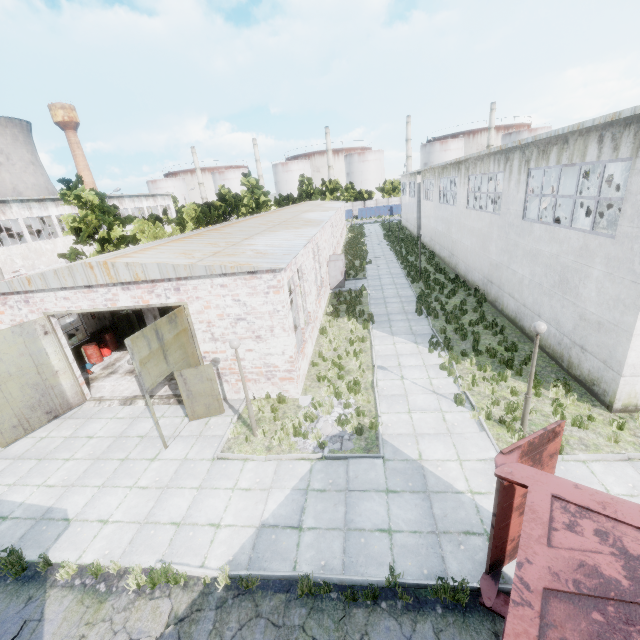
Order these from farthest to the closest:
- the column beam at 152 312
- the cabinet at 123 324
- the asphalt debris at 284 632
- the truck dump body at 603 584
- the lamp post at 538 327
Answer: the cabinet at 123 324
the column beam at 152 312
the lamp post at 538 327
the asphalt debris at 284 632
the truck dump body at 603 584

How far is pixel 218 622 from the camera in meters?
5.9

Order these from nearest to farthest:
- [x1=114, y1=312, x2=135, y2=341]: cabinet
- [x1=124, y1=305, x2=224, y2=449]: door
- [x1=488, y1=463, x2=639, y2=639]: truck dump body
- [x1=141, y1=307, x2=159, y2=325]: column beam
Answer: [x1=488, y1=463, x2=639, y2=639]: truck dump body, [x1=124, y1=305, x2=224, y2=449]: door, [x1=141, y1=307, x2=159, y2=325]: column beam, [x1=114, y1=312, x2=135, y2=341]: cabinet

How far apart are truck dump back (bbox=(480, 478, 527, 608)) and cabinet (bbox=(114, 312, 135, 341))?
19.4 meters

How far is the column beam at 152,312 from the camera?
17.7m

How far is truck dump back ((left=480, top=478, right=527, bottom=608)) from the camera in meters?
5.3 m

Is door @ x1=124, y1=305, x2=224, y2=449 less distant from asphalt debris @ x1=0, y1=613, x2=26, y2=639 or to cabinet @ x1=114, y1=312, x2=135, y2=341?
asphalt debris @ x1=0, y1=613, x2=26, y2=639

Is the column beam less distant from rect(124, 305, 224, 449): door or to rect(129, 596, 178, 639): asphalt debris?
rect(124, 305, 224, 449): door
